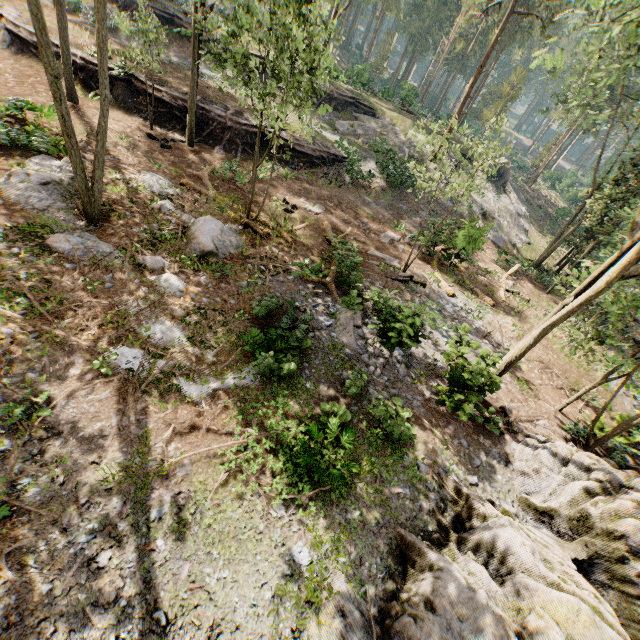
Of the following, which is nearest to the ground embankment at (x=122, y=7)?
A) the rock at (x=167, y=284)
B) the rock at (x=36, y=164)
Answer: the rock at (x=36, y=164)

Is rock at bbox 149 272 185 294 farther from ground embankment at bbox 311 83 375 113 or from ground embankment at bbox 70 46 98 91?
ground embankment at bbox 311 83 375 113

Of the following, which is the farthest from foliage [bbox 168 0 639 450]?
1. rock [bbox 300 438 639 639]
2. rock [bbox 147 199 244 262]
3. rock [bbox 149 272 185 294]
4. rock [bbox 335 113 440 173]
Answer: rock [bbox 149 272 185 294]

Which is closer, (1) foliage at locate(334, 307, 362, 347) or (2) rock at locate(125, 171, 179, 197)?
(1) foliage at locate(334, 307, 362, 347)

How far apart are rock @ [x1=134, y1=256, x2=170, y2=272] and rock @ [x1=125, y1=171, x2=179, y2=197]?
4.69m

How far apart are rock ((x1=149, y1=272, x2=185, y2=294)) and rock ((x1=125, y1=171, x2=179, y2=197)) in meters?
5.6 m

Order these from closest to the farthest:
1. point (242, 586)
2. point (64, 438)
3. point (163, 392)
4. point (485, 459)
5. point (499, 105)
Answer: point (242, 586)
point (64, 438)
point (163, 392)
point (485, 459)
point (499, 105)

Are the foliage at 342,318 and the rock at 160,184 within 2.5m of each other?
no
